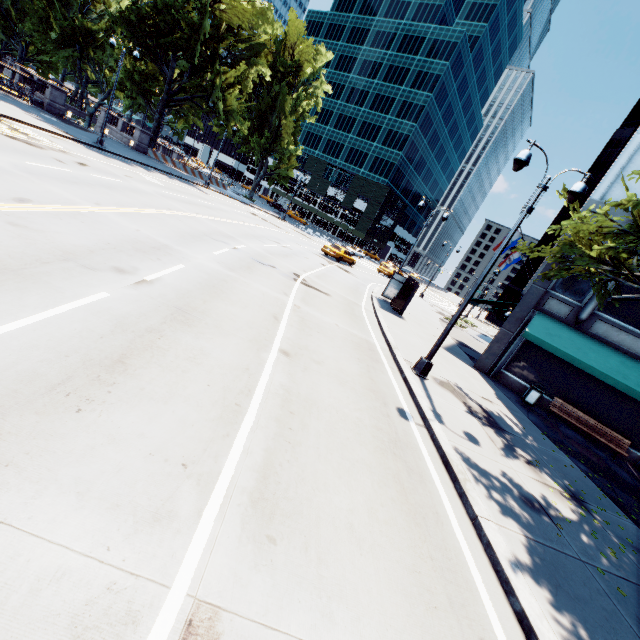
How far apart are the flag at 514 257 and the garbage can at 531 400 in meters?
18.1

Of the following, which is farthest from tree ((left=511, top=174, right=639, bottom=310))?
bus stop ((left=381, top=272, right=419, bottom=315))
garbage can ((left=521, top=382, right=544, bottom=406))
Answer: bus stop ((left=381, top=272, right=419, bottom=315))

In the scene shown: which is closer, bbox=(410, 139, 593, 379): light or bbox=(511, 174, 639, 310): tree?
bbox=(511, 174, 639, 310): tree

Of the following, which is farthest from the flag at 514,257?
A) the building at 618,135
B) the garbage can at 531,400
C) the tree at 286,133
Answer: the garbage can at 531,400

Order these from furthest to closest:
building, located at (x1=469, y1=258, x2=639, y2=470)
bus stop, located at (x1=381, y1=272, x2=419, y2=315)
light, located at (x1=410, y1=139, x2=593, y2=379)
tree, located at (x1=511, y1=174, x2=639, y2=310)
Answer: bus stop, located at (x1=381, y1=272, x2=419, y2=315) < building, located at (x1=469, y1=258, x2=639, y2=470) < light, located at (x1=410, y1=139, x2=593, y2=379) < tree, located at (x1=511, y1=174, x2=639, y2=310)

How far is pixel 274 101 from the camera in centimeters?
4334cm

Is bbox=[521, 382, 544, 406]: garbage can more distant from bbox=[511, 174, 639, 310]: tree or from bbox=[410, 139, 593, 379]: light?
bbox=[410, 139, 593, 379]: light

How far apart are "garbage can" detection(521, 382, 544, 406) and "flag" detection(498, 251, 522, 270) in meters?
18.1 m
